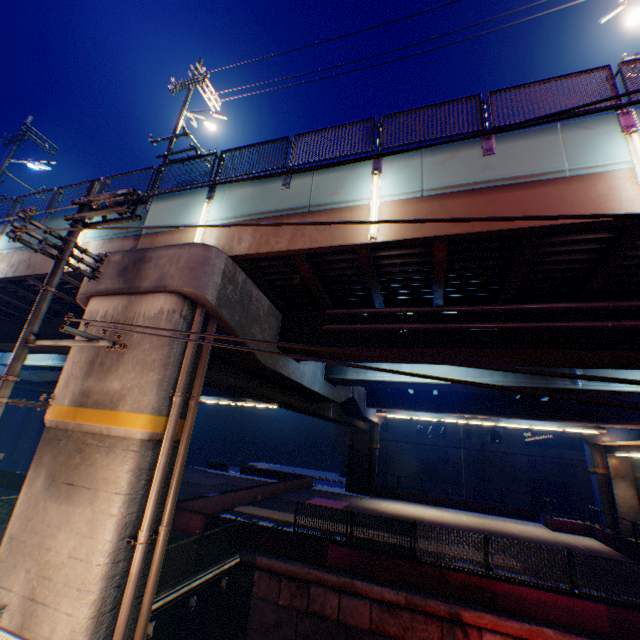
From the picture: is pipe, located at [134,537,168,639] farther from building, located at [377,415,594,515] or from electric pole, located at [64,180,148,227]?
building, located at [377,415,594,515]

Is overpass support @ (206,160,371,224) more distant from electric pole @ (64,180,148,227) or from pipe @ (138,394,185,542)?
electric pole @ (64,180,148,227)

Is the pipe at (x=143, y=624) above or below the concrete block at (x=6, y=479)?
above

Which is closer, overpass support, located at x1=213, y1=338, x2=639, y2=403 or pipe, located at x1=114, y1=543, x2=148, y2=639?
pipe, located at x1=114, y1=543, x2=148, y2=639

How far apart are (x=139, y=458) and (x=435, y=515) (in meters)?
26.36

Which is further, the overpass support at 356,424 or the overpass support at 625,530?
the overpass support at 625,530

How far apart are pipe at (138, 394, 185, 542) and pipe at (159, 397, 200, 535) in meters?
0.3 m

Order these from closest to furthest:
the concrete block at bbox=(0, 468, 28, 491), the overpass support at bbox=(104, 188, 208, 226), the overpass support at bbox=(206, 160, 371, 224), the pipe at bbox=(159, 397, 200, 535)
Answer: the pipe at bbox=(159, 397, 200, 535)
the overpass support at bbox=(206, 160, 371, 224)
the overpass support at bbox=(104, 188, 208, 226)
the concrete block at bbox=(0, 468, 28, 491)
